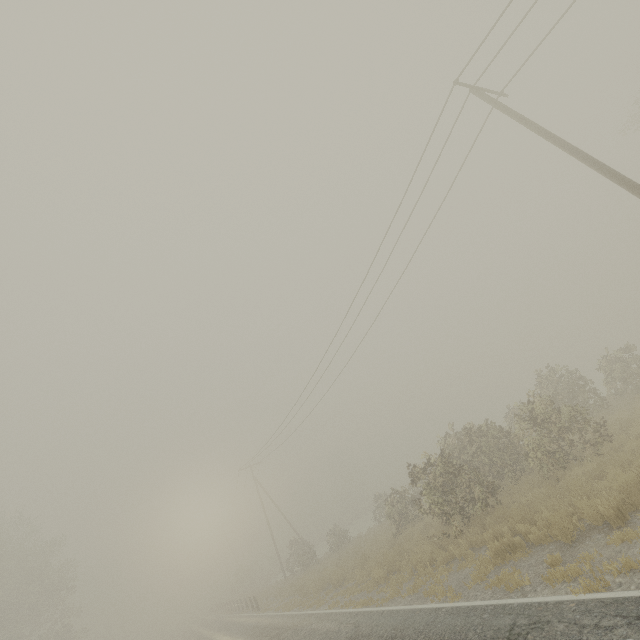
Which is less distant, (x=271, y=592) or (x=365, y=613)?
(x=365, y=613)

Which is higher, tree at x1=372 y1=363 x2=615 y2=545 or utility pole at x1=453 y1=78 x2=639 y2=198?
utility pole at x1=453 y1=78 x2=639 y2=198

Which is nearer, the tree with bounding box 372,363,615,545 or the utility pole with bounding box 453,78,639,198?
the utility pole with bounding box 453,78,639,198

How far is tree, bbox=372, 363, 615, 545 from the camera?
12.3 meters

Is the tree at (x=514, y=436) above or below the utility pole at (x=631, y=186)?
below

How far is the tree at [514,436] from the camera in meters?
12.3 m
